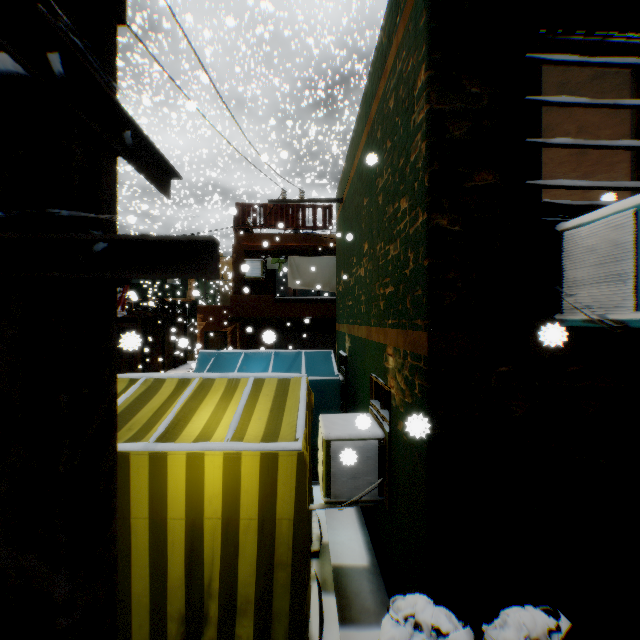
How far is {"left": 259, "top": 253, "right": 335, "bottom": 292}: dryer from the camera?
13.9m

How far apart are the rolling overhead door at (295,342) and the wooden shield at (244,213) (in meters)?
0.33

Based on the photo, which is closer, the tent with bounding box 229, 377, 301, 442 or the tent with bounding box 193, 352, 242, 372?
the tent with bounding box 229, 377, 301, 442

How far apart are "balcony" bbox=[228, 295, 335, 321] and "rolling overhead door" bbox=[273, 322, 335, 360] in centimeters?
2cm

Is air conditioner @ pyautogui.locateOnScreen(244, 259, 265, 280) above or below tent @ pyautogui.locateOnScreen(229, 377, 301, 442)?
above

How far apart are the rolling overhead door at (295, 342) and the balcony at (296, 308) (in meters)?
0.02

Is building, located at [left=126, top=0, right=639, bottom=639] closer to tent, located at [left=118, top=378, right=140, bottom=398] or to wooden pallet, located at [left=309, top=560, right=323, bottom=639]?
tent, located at [left=118, top=378, right=140, bottom=398]

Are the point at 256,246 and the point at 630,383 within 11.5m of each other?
no
